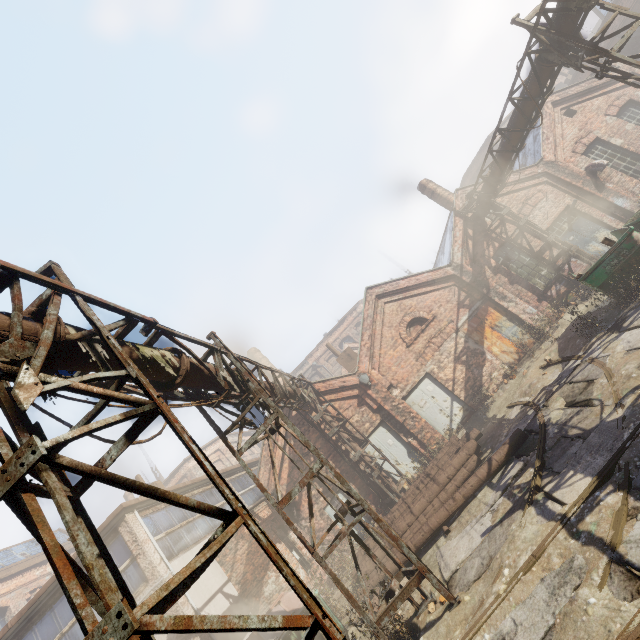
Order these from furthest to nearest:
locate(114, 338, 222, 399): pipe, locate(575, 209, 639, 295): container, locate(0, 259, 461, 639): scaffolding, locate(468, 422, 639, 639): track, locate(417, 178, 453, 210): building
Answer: locate(417, 178, 453, 210): building, locate(575, 209, 639, 295): container, locate(114, 338, 222, 399): pipe, locate(468, 422, 639, 639): track, locate(0, 259, 461, 639): scaffolding

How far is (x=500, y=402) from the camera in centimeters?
1245cm

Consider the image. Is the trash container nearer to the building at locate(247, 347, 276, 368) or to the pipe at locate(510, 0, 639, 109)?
the pipe at locate(510, 0, 639, 109)

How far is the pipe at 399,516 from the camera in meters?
8.1 m

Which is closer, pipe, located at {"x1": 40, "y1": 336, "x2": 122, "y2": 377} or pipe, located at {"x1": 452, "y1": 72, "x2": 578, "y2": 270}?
pipe, located at {"x1": 40, "y1": 336, "x2": 122, "y2": 377}

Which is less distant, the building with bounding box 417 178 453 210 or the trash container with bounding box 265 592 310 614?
the trash container with bounding box 265 592 310 614

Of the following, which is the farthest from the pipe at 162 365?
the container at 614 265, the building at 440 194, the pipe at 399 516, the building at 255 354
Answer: the building at 255 354

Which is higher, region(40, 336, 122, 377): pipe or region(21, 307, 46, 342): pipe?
region(21, 307, 46, 342): pipe
